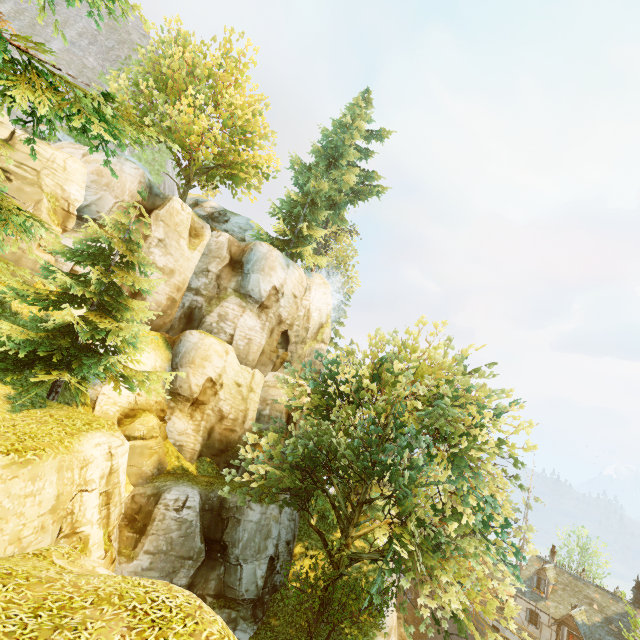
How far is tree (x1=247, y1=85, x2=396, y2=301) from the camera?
28.1m

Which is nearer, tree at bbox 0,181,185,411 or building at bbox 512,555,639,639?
tree at bbox 0,181,185,411

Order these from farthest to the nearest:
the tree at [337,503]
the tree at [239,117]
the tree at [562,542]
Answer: the tree at [562,542] → the tree at [337,503] → the tree at [239,117]

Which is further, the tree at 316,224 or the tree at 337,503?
the tree at 316,224

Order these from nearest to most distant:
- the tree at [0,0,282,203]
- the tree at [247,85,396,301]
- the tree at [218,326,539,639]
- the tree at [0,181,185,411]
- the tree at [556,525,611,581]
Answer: the tree at [0,0,282,203]
the tree at [0,181,185,411]
the tree at [218,326,539,639]
the tree at [247,85,396,301]
the tree at [556,525,611,581]

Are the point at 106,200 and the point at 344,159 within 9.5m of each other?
no

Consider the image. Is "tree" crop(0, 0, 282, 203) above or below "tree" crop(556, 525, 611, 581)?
above

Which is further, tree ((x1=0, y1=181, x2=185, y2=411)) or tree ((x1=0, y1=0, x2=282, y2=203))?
tree ((x1=0, y1=181, x2=185, y2=411))
